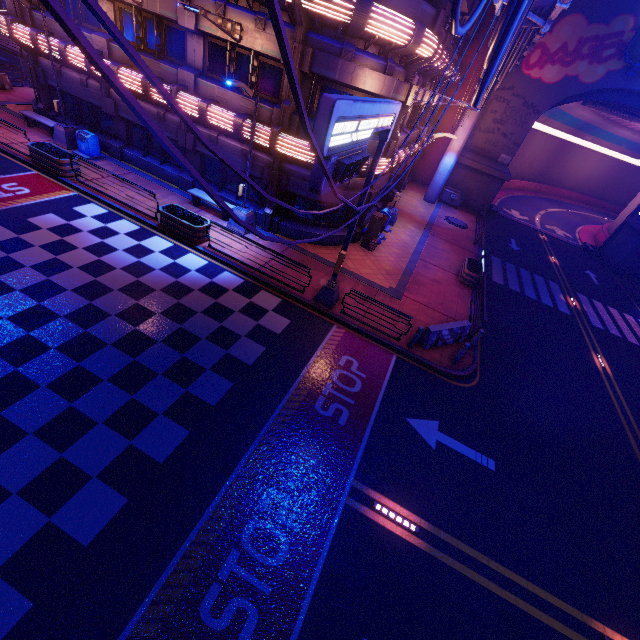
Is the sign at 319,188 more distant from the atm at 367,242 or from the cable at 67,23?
the atm at 367,242

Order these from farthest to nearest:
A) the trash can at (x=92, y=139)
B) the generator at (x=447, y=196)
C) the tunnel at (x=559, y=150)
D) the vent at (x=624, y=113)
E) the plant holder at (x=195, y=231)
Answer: Result:
1. the tunnel at (x=559, y=150)
2. the generator at (x=447, y=196)
3. the vent at (x=624, y=113)
4. the trash can at (x=92, y=139)
5. the plant holder at (x=195, y=231)

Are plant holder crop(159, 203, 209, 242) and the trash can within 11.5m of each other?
yes

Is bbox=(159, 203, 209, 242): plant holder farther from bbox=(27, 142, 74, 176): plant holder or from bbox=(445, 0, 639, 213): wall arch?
bbox=(445, 0, 639, 213): wall arch

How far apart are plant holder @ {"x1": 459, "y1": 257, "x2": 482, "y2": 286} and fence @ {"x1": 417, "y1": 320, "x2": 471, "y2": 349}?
5.13m

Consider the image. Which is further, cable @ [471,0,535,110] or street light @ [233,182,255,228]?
street light @ [233,182,255,228]

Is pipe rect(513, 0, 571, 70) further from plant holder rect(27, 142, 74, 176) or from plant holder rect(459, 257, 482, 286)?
plant holder rect(27, 142, 74, 176)

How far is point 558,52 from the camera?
24.33m
